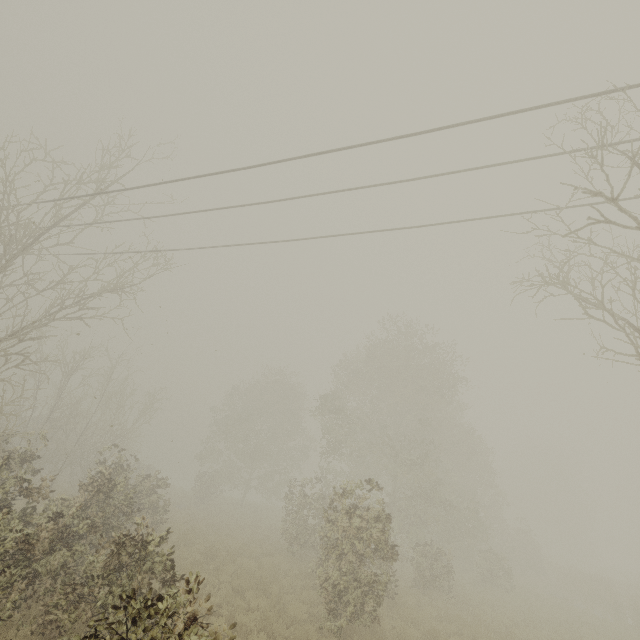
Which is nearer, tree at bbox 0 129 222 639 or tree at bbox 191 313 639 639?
tree at bbox 0 129 222 639

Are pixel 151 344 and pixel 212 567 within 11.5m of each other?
yes

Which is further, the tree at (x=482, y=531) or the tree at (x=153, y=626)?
the tree at (x=482, y=531)
